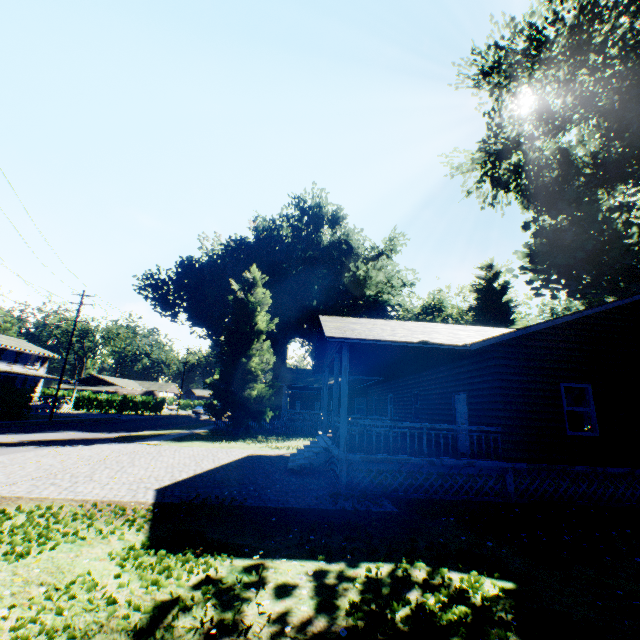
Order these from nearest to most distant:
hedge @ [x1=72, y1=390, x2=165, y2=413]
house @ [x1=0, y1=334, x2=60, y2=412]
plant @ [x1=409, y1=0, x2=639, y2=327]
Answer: plant @ [x1=409, y1=0, x2=639, y2=327]
house @ [x1=0, y1=334, x2=60, y2=412]
hedge @ [x1=72, y1=390, x2=165, y2=413]

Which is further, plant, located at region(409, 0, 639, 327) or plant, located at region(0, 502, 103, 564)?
plant, located at region(409, 0, 639, 327)

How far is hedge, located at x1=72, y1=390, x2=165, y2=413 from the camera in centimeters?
5266cm

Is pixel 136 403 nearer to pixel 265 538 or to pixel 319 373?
pixel 319 373

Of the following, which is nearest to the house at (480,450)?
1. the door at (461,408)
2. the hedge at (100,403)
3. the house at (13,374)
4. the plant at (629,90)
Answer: the door at (461,408)

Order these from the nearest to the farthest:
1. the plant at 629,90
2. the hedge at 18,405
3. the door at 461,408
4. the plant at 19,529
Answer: the plant at 19,529 < the door at 461,408 < the plant at 629,90 < the hedge at 18,405

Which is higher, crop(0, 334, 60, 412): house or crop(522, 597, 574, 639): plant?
crop(0, 334, 60, 412): house

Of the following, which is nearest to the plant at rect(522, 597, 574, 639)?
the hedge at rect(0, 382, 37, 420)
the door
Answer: the door
